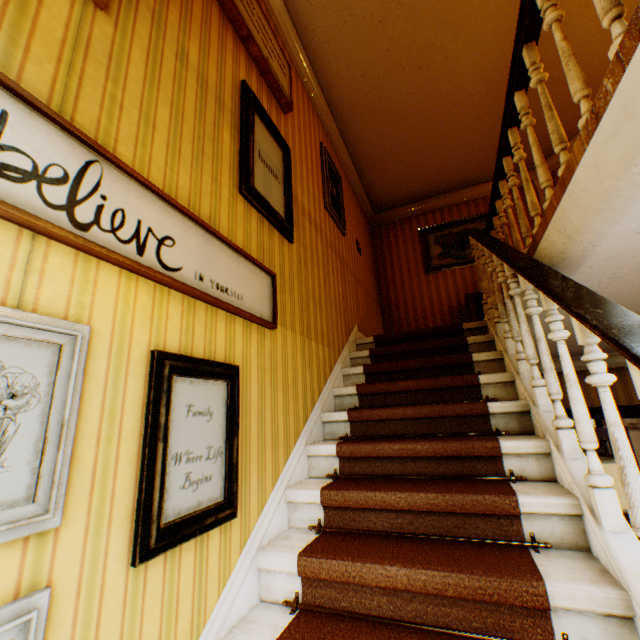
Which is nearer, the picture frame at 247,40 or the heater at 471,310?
the picture frame at 247,40

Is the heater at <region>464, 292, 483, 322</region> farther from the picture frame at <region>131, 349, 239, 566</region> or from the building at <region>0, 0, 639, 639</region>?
the picture frame at <region>131, 349, 239, 566</region>

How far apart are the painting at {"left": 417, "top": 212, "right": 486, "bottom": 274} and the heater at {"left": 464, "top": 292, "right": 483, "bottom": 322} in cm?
82

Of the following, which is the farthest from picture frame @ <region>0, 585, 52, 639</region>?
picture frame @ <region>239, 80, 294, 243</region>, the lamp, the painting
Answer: the painting

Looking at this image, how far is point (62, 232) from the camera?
1.0 meters

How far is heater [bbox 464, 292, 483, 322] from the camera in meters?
5.4

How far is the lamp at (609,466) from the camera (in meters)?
2.07

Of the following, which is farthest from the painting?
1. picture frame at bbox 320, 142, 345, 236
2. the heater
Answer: picture frame at bbox 320, 142, 345, 236
